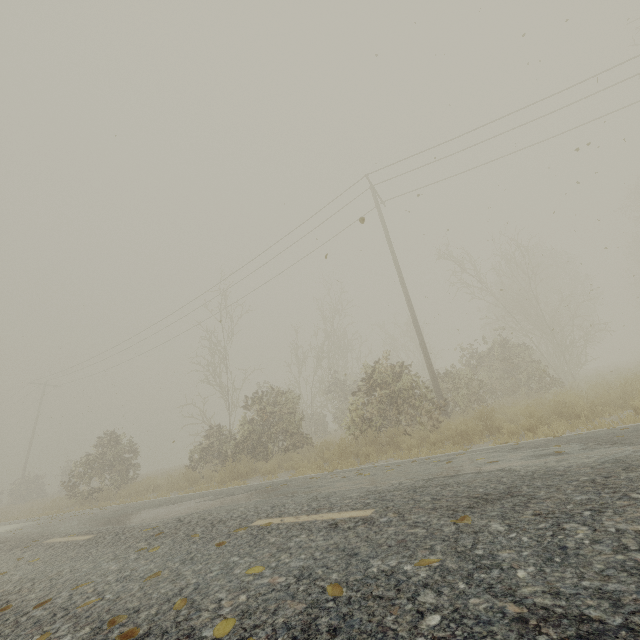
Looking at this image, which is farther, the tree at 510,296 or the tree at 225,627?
the tree at 510,296

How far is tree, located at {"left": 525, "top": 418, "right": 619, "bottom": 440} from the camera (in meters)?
5.67

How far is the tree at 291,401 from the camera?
10.5 meters

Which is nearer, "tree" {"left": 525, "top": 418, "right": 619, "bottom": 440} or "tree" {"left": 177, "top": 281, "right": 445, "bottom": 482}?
"tree" {"left": 525, "top": 418, "right": 619, "bottom": 440}

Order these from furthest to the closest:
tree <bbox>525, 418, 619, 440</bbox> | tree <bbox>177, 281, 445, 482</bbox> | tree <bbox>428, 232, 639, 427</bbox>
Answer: tree <bbox>428, 232, 639, 427</bbox> < tree <bbox>177, 281, 445, 482</bbox> < tree <bbox>525, 418, 619, 440</bbox>

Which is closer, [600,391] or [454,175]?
[600,391]
